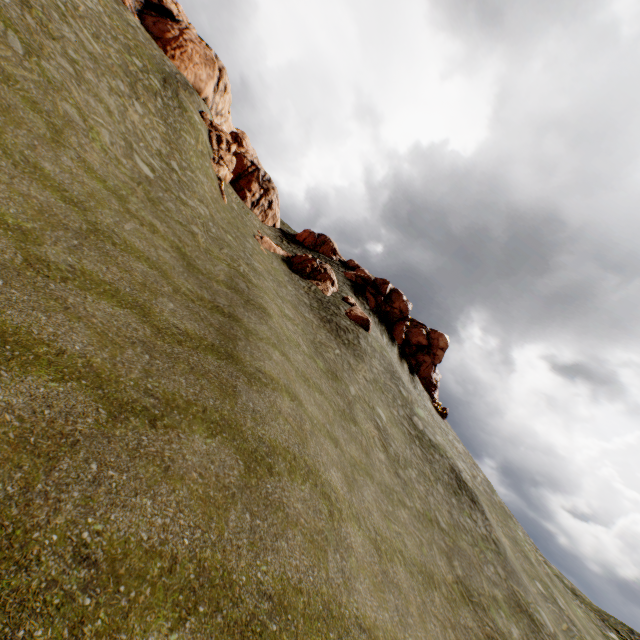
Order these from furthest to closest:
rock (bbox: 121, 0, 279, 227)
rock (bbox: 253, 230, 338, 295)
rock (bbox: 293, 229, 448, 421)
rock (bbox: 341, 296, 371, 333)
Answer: rock (bbox: 293, 229, 448, 421)
rock (bbox: 121, 0, 279, 227)
rock (bbox: 253, 230, 338, 295)
rock (bbox: 341, 296, 371, 333)

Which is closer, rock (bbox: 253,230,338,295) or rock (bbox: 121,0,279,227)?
rock (bbox: 253,230,338,295)

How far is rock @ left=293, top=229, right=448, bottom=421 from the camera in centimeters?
4041cm

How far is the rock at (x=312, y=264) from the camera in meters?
32.4

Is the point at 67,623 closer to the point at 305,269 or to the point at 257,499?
the point at 257,499
